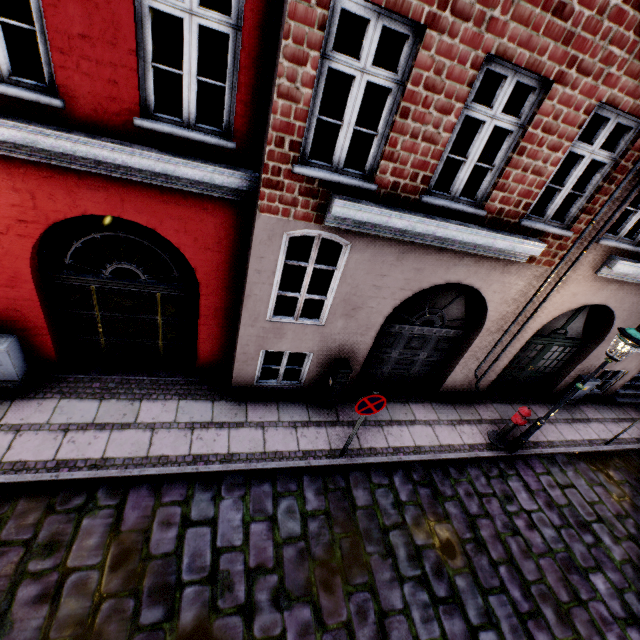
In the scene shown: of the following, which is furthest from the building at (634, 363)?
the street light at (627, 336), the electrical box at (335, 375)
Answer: the street light at (627, 336)

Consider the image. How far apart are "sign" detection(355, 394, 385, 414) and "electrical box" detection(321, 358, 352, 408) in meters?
1.2 m

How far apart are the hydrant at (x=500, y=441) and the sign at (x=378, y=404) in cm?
382

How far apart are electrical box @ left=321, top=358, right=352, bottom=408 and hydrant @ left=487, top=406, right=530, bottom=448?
3.9 meters

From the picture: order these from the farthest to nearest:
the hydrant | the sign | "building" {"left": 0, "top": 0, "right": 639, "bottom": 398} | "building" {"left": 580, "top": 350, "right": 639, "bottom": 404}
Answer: "building" {"left": 580, "top": 350, "right": 639, "bottom": 404}, the hydrant, the sign, "building" {"left": 0, "top": 0, "right": 639, "bottom": 398}

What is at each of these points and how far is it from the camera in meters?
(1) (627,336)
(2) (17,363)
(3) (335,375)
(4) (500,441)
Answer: (1) street light, 5.5 m
(2) electrical box, 5.5 m
(3) electrical box, 6.7 m
(4) hydrant, 7.7 m

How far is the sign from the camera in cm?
525

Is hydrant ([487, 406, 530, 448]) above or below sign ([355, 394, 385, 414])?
below
